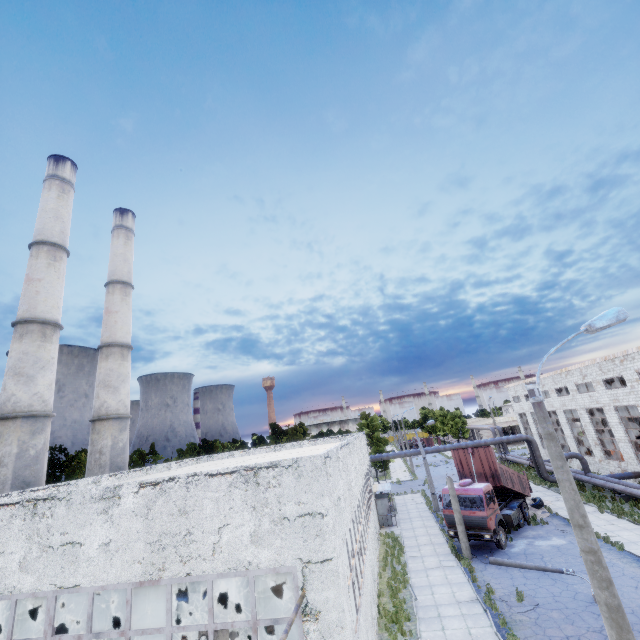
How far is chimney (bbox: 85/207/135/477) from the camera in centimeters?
2516cm

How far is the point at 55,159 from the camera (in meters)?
26.19

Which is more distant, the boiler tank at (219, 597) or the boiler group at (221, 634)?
the boiler tank at (219, 597)

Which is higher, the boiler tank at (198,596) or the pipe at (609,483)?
the boiler tank at (198,596)

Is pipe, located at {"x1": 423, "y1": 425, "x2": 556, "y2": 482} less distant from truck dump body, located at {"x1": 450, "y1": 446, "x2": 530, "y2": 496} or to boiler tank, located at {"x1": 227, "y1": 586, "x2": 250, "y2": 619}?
truck dump body, located at {"x1": 450, "y1": 446, "x2": 530, "y2": 496}

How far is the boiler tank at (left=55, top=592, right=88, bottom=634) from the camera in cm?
1427

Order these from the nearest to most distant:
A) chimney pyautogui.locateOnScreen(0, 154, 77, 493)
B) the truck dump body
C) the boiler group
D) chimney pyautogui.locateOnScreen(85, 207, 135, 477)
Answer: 1. the boiler group
2. chimney pyautogui.locateOnScreen(0, 154, 77, 493)
3. the truck dump body
4. chimney pyautogui.locateOnScreen(85, 207, 135, 477)

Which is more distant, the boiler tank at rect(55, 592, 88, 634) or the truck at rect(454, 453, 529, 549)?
the truck at rect(454, 453, 529, 549)
